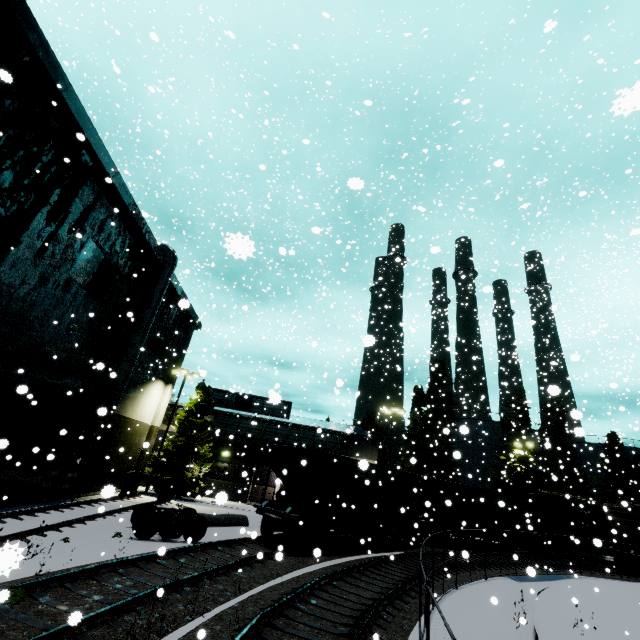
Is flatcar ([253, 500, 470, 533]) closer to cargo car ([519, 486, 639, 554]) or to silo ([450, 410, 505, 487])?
cargo car ([519, 486, 639, 554])

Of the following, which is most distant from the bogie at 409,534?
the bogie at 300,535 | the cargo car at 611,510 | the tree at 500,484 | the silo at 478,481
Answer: the tree at 500,484

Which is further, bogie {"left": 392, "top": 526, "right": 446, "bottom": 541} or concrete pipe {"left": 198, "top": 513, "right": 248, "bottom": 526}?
bogie {"left": 392, "top": 526, "right": 446, "bottom": 541}

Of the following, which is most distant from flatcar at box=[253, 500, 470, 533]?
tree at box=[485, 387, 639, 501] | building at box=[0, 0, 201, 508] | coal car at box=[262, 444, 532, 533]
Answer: tree at box=[485, 387, 639, 501]

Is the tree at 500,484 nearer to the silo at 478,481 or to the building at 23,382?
the silo at 478,481

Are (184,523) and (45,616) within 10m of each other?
yes

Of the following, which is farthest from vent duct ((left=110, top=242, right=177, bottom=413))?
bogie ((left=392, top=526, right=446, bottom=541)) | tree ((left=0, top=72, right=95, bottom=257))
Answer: bogie ((left=392, top=526, right=446, bottom=541))

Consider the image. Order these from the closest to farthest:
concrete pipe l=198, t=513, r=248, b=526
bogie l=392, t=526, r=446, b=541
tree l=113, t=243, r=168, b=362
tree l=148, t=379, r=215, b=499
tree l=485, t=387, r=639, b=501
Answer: concrete pipe l=198, t=513, r=248, b=526, tree l=113, t=243, r=168, b=362, bogie l=392, t=526, r=446, b=541, tree l=148, t=379, r=215, b=499, tree l=485, t=387, r=639, b=501
